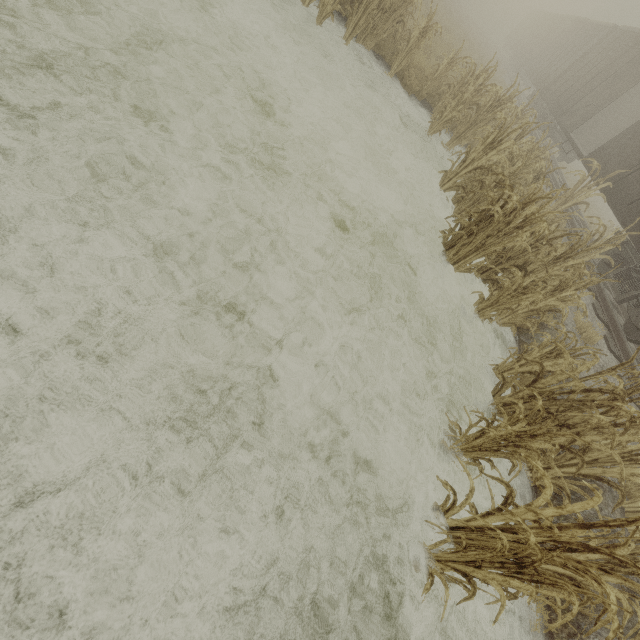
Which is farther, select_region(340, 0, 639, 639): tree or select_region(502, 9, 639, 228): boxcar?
select_region(502, 9, 639, 228): boxcar

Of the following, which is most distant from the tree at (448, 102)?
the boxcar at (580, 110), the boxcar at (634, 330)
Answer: the boxcar at (634, 330)

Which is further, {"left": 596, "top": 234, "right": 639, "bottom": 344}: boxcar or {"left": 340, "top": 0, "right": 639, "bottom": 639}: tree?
{"left": 596, "top": 234, "right": 639, "bottom": 344}: boxcar

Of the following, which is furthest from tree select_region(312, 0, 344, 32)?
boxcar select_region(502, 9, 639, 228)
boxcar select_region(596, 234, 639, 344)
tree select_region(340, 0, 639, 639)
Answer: boxcar select_region(596, 234, 639, 344)

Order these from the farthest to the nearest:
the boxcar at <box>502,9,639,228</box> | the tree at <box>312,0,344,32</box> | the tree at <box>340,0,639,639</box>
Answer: the boxcar at <box>502,9,639,228</box>, the tree at <box>312,0,344,32</box>, the tree at <box>340,0,639,639</box>

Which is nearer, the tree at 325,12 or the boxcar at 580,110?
the tree at 325,12

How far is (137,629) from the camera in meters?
1.8
